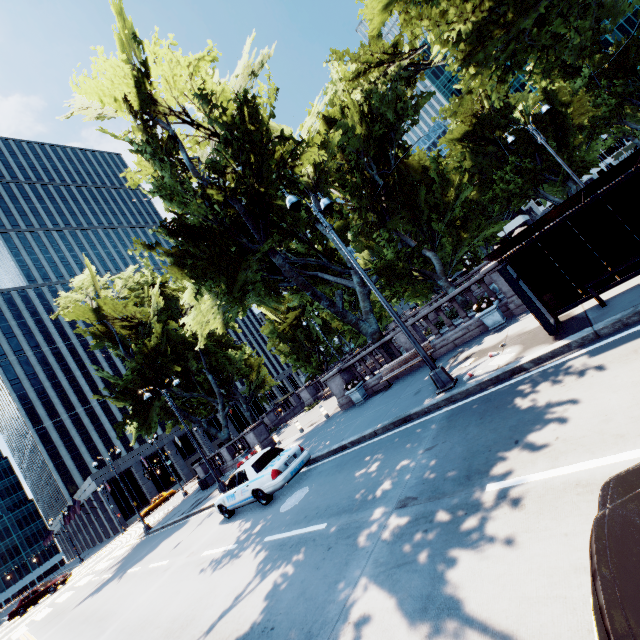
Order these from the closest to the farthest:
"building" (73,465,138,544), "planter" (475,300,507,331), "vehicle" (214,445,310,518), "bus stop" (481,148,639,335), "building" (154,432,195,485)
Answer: "bus stop" (481,148,639,335)
"vehicle" (214,445,310,518)
"planter" (475,300,507,331)
"building" (73,465,138,544)
"building" (154,432,195,485)

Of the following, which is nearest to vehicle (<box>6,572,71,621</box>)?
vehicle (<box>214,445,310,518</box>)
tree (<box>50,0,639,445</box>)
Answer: tree (<box>50,0,639,445</box>)

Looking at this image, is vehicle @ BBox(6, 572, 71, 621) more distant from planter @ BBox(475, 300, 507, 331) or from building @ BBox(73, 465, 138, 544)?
planter @ BBox(475, 300, 507, 331)

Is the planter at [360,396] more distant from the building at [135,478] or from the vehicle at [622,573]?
the building at [135,478]

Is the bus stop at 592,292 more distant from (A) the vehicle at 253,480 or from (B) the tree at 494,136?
(A) the vehicle at 253,480

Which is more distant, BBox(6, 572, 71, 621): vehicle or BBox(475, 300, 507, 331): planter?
BBox(6, 572, 71, 621): vehicle

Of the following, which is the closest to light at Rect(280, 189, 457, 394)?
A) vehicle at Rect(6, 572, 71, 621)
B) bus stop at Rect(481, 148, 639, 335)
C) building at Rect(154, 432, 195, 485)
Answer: bus stop at Rect(481, 148, 639, 335)

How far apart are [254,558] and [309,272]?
15.30m
